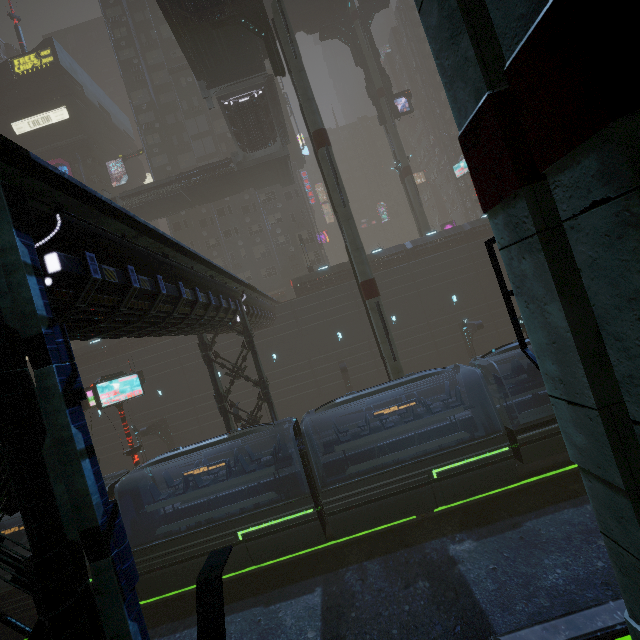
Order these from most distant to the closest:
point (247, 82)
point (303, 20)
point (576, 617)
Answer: point (303, 20), point (247, 82), point (576, 617)

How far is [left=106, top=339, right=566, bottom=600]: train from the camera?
13.0m

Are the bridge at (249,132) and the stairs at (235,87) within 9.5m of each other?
yes

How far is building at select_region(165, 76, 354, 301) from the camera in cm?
4069

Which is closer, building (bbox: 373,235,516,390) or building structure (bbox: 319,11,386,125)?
building (bbox: 373,235,516,390)

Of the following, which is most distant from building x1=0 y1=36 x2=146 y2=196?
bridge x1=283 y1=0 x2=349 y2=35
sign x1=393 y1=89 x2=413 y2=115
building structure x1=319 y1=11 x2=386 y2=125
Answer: sign x1=393 y1=89 x2=413 y2=115

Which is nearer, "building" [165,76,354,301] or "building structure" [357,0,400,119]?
"building structure" [357,0,400,119]

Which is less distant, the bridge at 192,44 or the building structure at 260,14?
the building structure at 260,14
